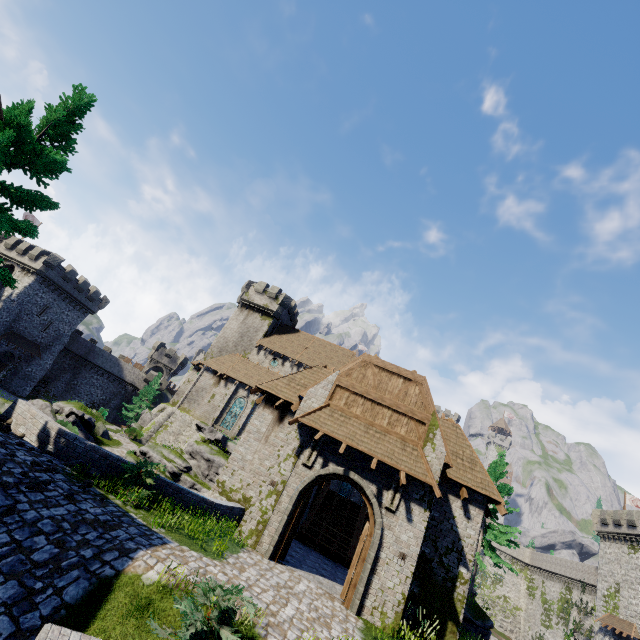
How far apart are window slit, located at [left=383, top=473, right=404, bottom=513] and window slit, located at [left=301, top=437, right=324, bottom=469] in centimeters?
303cm

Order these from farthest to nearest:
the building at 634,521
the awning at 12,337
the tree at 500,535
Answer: the awning at 12,337
the building at 634,521
the tree at 500,535

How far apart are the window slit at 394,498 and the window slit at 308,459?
3.03m

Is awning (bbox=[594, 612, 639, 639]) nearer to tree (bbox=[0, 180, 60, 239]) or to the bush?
the bush

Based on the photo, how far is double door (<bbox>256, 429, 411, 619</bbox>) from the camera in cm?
1123

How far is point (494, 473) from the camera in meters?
24.4

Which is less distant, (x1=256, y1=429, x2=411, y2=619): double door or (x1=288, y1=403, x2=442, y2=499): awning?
(x1=256, y1=429, x2=411, y2=619): double door

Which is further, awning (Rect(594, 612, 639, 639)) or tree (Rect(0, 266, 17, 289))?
awning (Rect(594, 612, 639, 639))
